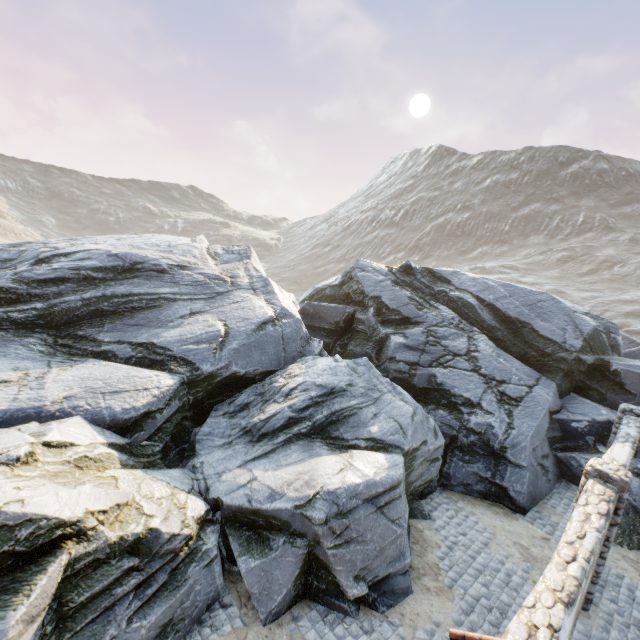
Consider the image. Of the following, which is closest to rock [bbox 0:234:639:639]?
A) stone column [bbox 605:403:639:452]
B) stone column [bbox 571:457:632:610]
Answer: stone column [bbox 605:403:639:452]

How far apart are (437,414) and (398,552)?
5.2 meters

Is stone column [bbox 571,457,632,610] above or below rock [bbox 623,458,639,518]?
above

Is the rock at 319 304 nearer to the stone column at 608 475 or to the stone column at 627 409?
the stone column at 627 409

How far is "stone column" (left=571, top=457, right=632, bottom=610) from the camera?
6.6 meters

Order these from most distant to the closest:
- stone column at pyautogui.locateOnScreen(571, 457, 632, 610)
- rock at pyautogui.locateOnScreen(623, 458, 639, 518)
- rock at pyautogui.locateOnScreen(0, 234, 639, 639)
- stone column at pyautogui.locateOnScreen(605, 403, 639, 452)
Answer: stone column at pyautogui.locateOnScreen(605, 403, 639, 452) < rock at pyautogui.locateOnScreen(623, 458, 639, 518) < stone column at pyautogui.locateOnScreen(571, 457, 632, 610) < rock at pyautogui.locateOnScreen(0, 234, 639, 639)
